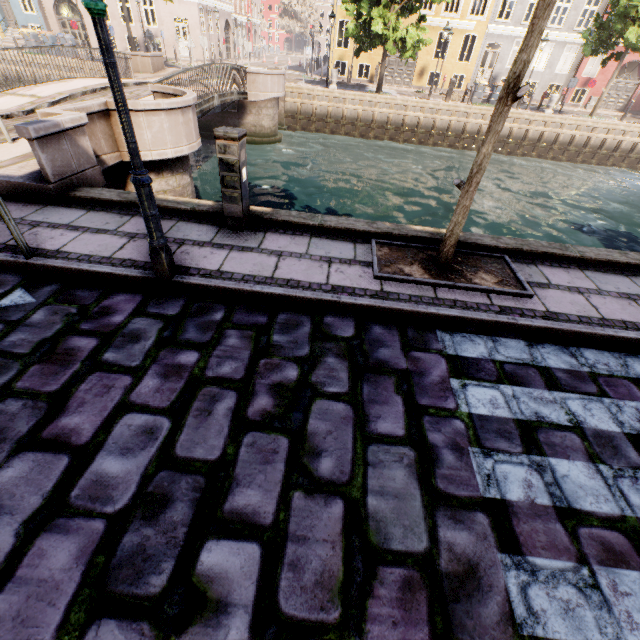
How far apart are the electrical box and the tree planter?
1.9m

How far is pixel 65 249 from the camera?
4.0 meters

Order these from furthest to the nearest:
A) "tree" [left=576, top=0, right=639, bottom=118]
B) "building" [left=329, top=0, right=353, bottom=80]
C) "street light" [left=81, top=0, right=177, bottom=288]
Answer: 1. "building" [left=329, top=0, right=353, bottom=80]
2. "tree" [left=576, top=0, right=639, bottom=118]
3. "street light" [left=81, top=0, right=177, bottom=288]

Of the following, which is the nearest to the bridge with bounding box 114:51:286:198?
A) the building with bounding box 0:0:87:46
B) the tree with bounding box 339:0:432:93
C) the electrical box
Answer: the tree with bounding box 339:0:432:93

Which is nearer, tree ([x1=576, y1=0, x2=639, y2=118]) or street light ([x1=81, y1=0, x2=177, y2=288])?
street light ([x1=81, y1=0, x2=177, y2=288])

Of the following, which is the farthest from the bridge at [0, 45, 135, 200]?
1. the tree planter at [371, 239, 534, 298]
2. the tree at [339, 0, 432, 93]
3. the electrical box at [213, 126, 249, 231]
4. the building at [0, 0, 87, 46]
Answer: the building at [0, 0, 87, 46]

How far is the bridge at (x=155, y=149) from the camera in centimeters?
704cm

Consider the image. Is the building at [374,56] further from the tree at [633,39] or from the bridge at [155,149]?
the bridge at [155,149]
